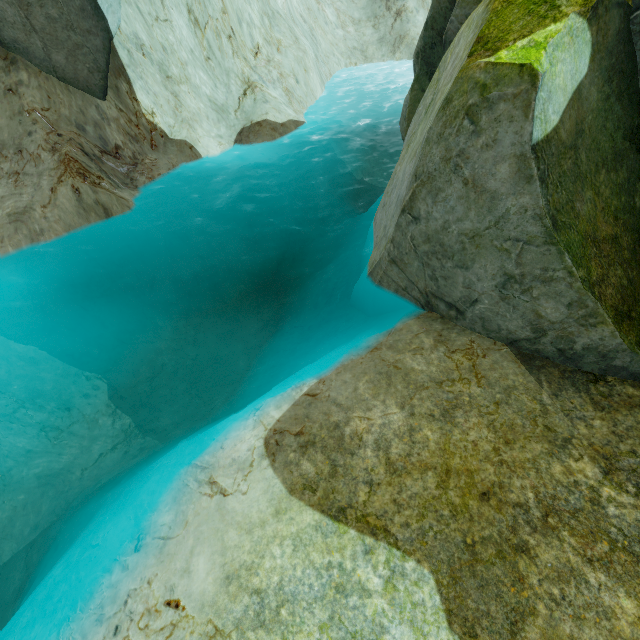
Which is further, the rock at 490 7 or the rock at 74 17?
the rock at 74 17

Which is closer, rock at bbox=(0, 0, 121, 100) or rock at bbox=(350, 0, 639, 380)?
rock at bbox=(350, 0, 639, 380)

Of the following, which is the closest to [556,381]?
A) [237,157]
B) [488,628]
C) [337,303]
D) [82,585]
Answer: [488,628]
